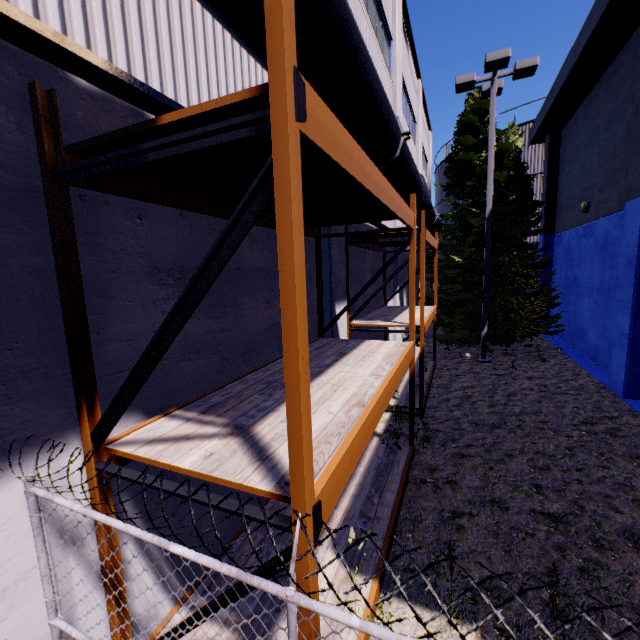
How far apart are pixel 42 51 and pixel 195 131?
1.5 meters

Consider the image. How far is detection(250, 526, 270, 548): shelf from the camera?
4.0m

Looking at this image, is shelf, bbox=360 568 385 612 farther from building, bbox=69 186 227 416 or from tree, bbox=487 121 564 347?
tree, bbox=487 121 564 347

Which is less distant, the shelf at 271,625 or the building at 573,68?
the shelf at 271,625

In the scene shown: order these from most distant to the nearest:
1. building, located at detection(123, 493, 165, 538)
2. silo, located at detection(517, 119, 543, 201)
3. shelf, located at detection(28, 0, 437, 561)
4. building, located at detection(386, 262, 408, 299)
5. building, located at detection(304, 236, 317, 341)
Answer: silo, located at detection(517, 119, 543, 201) < building, located at detection(386, 262, 408, 299) < building, located at detection(304, 236, 317, 341) < building, located at detection(123, 493, 165, 538) < shelf, located at detection(28, 0, 437, 561)

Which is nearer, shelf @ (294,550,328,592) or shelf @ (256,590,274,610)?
shelf @ (294,550,328,592)

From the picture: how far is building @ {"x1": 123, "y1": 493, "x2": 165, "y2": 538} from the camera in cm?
285

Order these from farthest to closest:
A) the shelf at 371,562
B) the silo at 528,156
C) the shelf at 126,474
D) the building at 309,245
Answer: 1. the silo at 528,156
2. the building at 309,245
3. the shelf at 371,562
4. the shelf at 126,474
